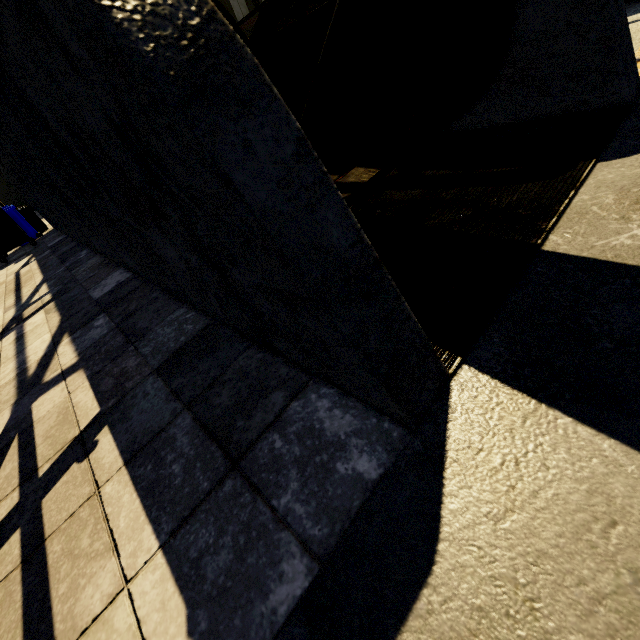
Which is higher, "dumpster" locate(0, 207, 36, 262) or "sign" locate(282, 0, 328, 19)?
"sign" locate(282, 0, 328, 19)

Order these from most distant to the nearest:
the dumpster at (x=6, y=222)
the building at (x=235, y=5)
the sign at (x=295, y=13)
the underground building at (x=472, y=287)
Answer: the sign at (x=295, y=13) < the building at (x=235, y=5) < the dumpster at (x=6, y=222) < the underground building at (x=472, y=287)

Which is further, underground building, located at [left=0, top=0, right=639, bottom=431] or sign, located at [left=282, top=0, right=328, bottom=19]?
sign, located at [left=282, top=0, right=328, bottom=19]

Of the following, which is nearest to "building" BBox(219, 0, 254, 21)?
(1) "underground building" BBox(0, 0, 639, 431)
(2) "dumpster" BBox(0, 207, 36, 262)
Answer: (1) "underground building" BBox(0, 0, 639, 431)

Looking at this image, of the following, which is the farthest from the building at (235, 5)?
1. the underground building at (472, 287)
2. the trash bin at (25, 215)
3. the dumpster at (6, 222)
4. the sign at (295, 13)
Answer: the dumpster at (6, 222)

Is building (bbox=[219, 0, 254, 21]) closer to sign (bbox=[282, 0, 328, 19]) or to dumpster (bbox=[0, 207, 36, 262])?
sign (bbox=[282, 0, 328, 19])

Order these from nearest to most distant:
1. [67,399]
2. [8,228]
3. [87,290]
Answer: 1. [67,399]
2. [87,290]
3. [8,228]

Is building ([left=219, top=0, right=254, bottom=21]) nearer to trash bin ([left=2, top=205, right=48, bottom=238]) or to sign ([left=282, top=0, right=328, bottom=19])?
sign ([left=282, top=0, right=328, bottom=19])
